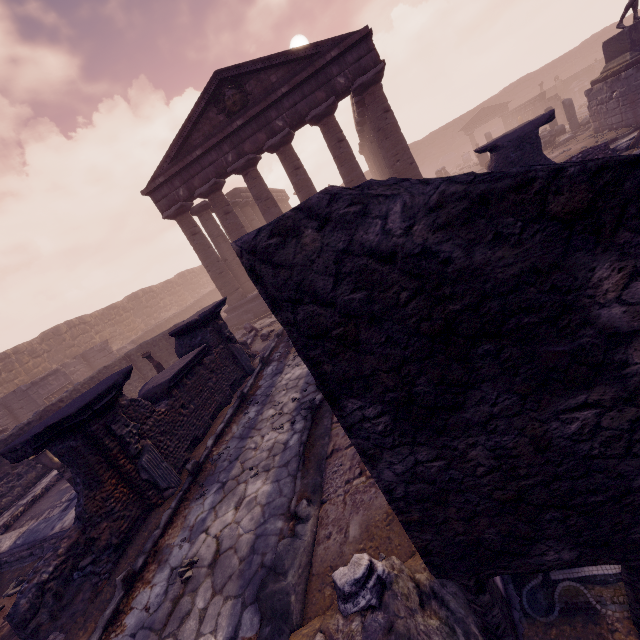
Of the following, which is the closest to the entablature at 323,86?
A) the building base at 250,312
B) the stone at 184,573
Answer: the building base at 250,312

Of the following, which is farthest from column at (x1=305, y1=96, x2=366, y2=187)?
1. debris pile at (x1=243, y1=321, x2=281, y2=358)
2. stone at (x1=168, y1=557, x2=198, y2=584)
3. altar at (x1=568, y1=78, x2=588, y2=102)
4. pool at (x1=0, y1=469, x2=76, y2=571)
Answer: altar at (x1=568, y1=78, x2=588, y2=102)

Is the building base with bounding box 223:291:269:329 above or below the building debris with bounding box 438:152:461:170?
below

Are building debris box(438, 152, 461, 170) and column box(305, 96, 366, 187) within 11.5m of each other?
no

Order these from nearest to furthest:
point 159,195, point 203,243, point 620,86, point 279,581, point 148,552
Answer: point 279,581
point 148,552
point 620,86
point 159,195
point 203,243

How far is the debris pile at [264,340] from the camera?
10.67m

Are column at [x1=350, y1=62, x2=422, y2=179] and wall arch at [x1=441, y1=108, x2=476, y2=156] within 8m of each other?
no

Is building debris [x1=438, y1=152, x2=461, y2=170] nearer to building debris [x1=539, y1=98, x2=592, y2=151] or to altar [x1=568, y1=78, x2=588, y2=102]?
altar [x1=568, y1=78, x2=588, y2=102]
